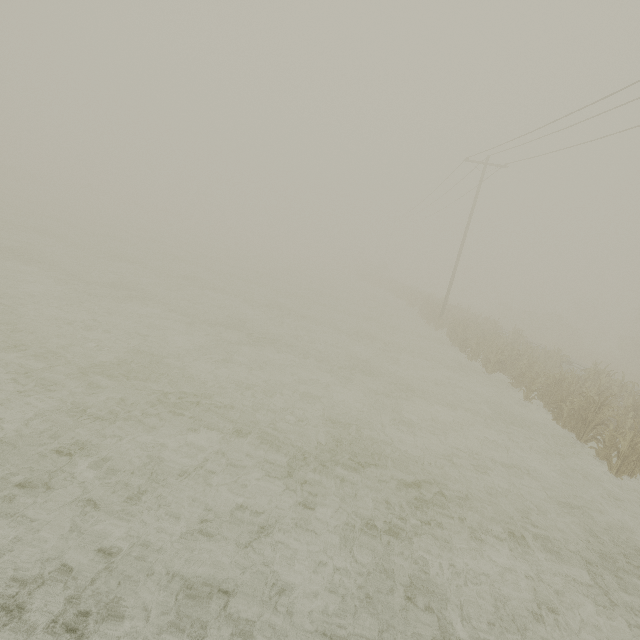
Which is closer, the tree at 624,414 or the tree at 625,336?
the tree at 624,414

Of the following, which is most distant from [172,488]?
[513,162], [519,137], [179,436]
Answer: [513,162]

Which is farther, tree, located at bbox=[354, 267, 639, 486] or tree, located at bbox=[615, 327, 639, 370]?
tree, located at bbox=[615, 327, 639, 370]
